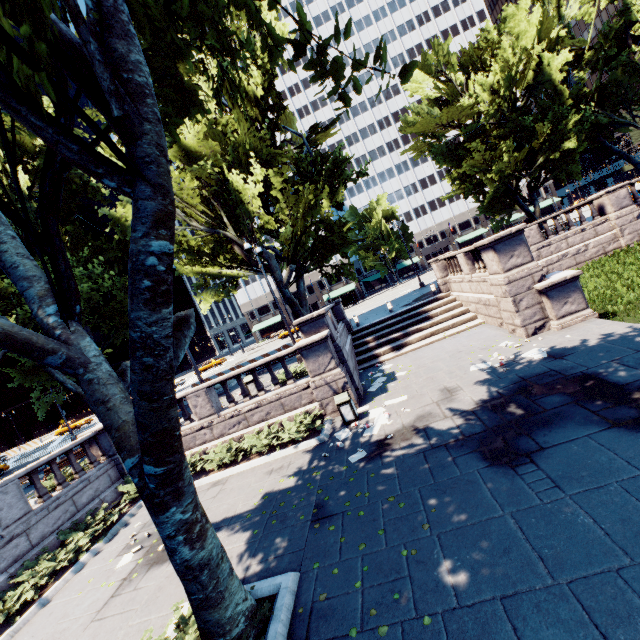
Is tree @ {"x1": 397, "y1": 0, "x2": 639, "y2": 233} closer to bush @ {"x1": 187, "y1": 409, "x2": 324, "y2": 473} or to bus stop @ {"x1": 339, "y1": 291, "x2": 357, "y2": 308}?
bush @ {"x1": 187, "y1": 409, "x2": 324, "y2": 473}

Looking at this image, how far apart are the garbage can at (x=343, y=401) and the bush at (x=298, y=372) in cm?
226

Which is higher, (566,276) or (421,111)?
(421,111)

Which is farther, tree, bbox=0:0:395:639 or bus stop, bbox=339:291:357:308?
bus stop, bbox=339:291:357:308

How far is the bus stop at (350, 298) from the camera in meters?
57.0

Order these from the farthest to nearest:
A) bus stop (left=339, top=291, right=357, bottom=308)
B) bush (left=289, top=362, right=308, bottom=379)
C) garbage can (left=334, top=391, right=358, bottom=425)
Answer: bus stop (left=339, top=291, right=357, bottom=308) → bush (left=289, top=362, right=308, bottom=379) → garbage can (left=334, top=391, right=358, bottom=425)

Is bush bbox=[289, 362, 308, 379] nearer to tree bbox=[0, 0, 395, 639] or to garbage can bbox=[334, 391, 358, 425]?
A: garbage can bbox=[334, 391, 358, 425]

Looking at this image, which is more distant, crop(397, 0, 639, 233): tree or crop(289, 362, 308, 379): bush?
crop(397, 0, 639, 233): tree
